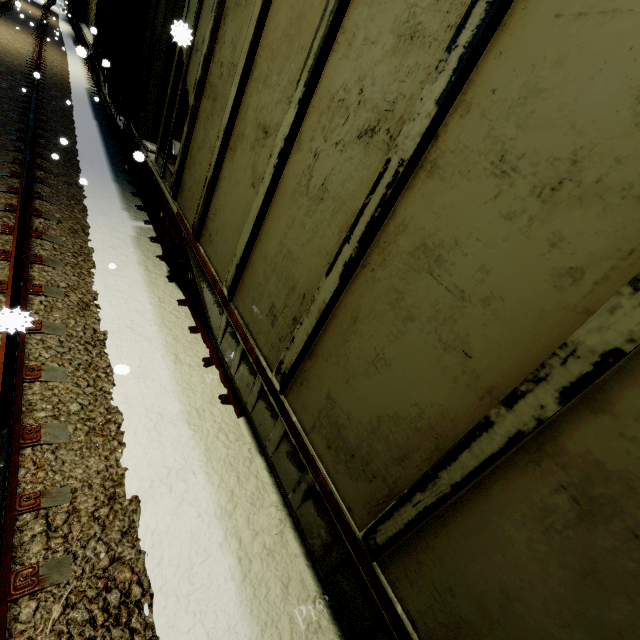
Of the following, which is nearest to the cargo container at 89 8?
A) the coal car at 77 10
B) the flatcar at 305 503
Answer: the coal car at 77 10

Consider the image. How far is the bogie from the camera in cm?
457

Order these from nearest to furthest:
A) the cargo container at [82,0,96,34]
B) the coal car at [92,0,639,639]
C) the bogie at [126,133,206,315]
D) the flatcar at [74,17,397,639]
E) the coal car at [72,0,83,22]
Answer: the coal car at [92,0,639,639]
the flatcar at [74,17,397,639]
the bogie at [126,133,206,315]
the cargo container at [82,0,96,34]
the coal car at [72,0,83,22]

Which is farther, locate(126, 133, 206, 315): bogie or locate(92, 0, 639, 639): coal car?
locate(126, 133, 206, 315): bogie

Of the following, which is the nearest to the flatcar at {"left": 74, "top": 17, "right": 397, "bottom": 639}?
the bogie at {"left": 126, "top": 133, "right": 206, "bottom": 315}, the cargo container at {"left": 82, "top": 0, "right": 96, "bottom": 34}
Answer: the bogie at {"left": 126, "top": 133, "right": 206, "bottom": 315}

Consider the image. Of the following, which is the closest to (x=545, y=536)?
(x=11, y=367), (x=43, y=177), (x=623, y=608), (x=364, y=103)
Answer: (x=623, y=608)

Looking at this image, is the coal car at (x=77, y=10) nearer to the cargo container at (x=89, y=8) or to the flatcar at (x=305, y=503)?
the cargo container at (x=89, y=8)

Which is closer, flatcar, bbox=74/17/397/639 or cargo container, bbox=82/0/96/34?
flatcar, bbox=74/17/397/639
